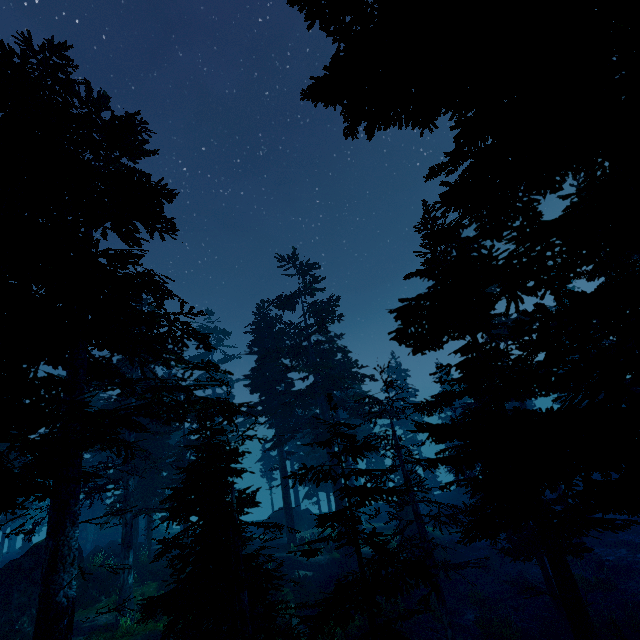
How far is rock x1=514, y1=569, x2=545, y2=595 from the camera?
19.6 meters

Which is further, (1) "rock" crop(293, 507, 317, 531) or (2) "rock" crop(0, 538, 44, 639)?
(1) "rock" crop(293, 507, 317, 531)

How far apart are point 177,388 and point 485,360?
12.9m

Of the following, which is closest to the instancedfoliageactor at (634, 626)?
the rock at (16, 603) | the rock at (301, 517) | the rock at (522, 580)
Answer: the rock at (16, 603)

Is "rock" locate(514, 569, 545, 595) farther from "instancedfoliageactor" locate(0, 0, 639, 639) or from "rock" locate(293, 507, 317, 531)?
"rock" locate(293, 507, 317, 531)

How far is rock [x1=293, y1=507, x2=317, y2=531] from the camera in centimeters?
3391cm

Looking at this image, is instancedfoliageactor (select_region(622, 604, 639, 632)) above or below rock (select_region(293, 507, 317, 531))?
below

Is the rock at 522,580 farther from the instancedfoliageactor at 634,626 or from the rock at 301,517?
the rock at 301,517
